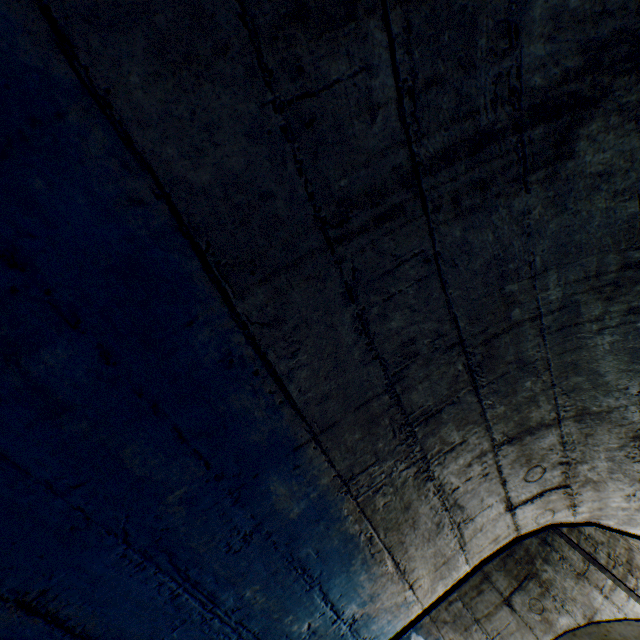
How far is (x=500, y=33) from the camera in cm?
83
